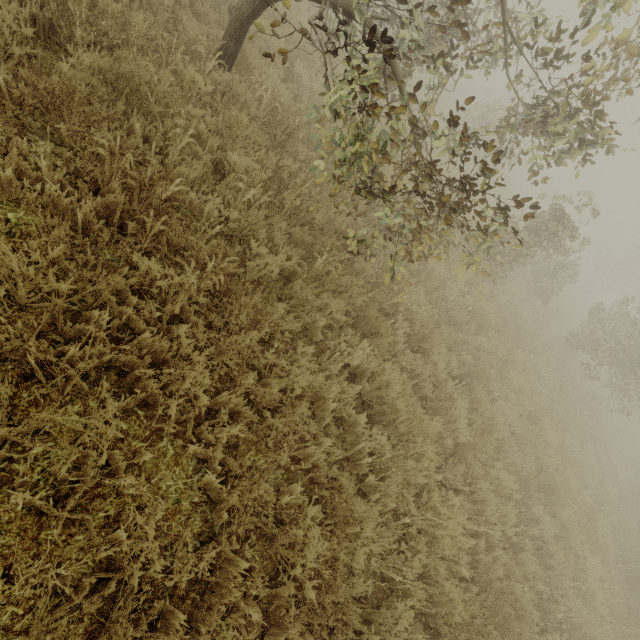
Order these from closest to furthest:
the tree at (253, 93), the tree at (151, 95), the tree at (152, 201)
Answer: the tree at (152, 201)
the tree at (151, 95)
the tree at (253, 93)

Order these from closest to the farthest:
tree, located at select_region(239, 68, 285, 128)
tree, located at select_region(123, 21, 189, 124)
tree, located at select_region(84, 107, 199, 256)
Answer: tree, located at select_region(84, 107, 199, 256) → tree, located at select_region(123, 21, 189, 124) → tree, located at select_region(239, 68, 285, 128)

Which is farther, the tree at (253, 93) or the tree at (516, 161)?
the tree at (253, 93)

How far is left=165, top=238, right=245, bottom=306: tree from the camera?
2.91m

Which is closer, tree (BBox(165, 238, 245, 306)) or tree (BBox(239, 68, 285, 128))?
tree (BBox(165, 238, 245, 306))

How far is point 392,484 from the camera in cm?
374
